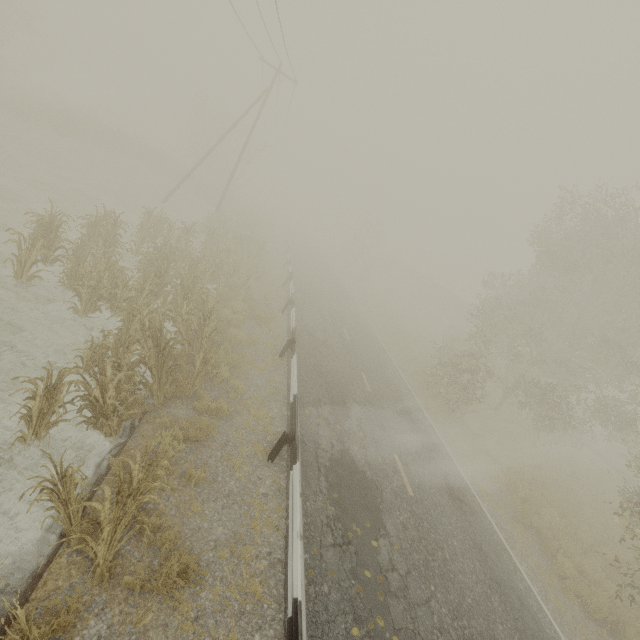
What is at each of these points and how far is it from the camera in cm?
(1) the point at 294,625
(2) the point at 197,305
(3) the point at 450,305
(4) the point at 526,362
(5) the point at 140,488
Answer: (1) guardrail, 428
(2) tree, 1121
(3) boxcar, 5122
(4) tree, 1847
(5) tree, 500

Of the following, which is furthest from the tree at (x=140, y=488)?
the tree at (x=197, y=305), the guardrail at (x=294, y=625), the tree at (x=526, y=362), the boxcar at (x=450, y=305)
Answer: the boxcar at (x=450, y=305)

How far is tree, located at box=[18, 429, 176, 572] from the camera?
3.9m

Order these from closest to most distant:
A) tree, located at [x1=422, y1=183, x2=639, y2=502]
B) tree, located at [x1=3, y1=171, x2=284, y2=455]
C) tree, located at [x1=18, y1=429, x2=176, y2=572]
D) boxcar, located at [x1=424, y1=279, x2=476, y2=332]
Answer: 1. tree, located at [x1=18, y1=429, x2=176, y2=572]
2. tree, located at [x1=3, y1=171, x2=284, y2=455]
3. tree, located at [x1=422, y1=183, x2=639, y2=502]
4. boxcar, located at [x1=424, y1=279, x2=476, y2=332]

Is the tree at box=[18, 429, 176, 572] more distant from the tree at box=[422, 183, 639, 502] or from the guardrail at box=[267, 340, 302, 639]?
the tree at box=[422, 183, 639, 502]

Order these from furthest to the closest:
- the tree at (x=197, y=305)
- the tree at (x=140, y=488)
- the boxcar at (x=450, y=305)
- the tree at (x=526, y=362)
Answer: the boxcar at (x=450, y=305)
the tree at (x=526, y=362)
the tree at (x=197, y=305)
the tree at (x=140, y=488)

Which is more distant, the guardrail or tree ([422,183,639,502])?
tree ([422,183,639,502])

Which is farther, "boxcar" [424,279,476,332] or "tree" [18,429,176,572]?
"boxcar" [424,279,476,332]
